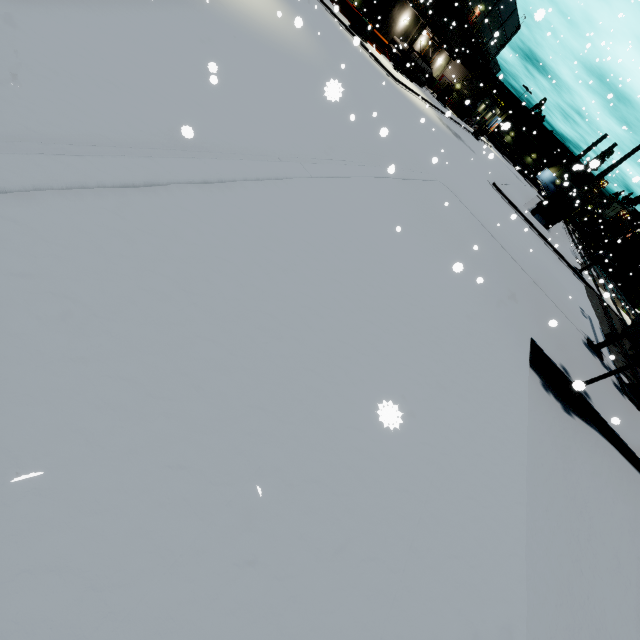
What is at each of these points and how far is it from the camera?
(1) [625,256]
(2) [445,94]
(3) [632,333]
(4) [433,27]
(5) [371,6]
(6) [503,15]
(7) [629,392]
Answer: (1) cargo car, 43.1m
(2) tarp, 40.5m
(3) railroad crossing gate, 9.6m
(4) vent duct, 40.0m
(5) building, 35.5m
(6) building, 51.2m
(7) railroad crossing overhang, 9.8m

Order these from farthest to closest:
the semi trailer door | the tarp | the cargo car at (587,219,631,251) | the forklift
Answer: the cargo car at (587,219,631,251) < the tarp < the forklift < the semi trailer door

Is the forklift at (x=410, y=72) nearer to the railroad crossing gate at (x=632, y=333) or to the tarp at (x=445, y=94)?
the tarp at (x=445, y=94)

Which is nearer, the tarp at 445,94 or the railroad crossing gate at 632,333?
the railroad crossing gate at 632,333

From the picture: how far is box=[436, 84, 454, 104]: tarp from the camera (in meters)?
39.34

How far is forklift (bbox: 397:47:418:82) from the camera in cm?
3189

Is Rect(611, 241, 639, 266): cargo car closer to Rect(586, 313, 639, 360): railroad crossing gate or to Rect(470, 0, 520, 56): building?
Rect(470, 0, 520, 56): building

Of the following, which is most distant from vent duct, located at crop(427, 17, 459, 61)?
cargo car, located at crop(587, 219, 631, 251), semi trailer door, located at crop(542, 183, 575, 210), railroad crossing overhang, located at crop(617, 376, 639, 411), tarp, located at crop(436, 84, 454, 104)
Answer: semi trailer door, located at crop(542, 183, 575, 210)
